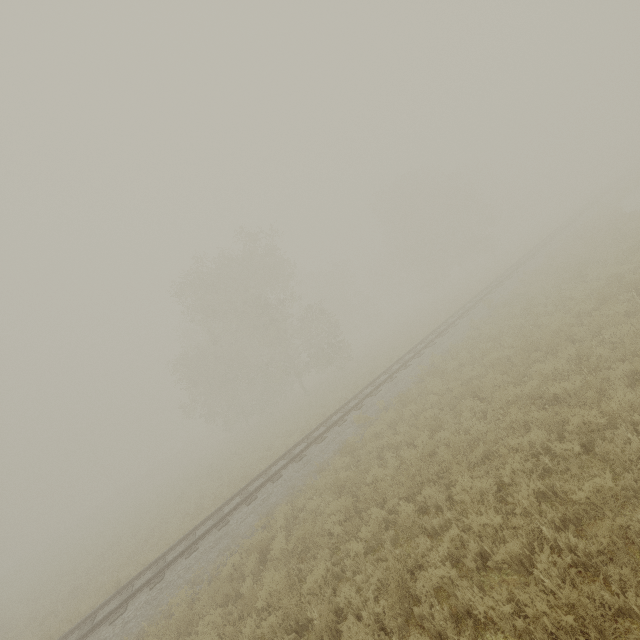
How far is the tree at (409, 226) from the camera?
42.44m

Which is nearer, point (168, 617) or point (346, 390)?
point (168, 617)

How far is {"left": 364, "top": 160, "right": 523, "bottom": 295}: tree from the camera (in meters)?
42.44

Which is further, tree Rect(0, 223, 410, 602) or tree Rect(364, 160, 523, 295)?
tree Rect(364, 160, 523, 295)

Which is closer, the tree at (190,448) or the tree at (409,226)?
the tree at (190,448)
